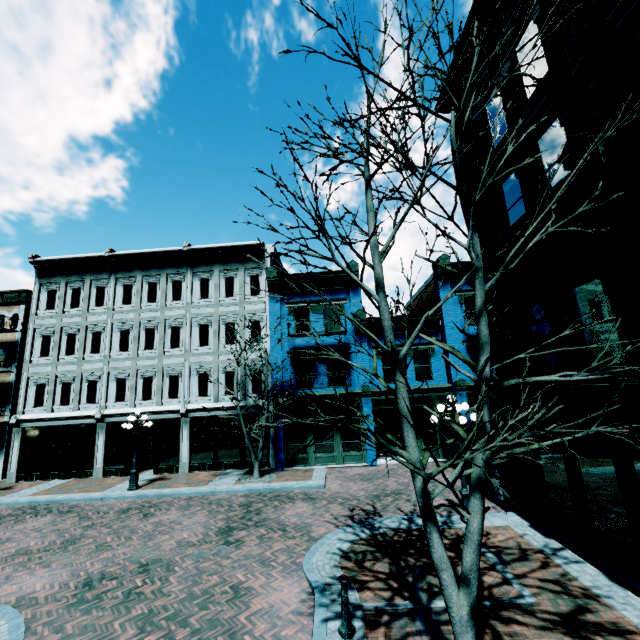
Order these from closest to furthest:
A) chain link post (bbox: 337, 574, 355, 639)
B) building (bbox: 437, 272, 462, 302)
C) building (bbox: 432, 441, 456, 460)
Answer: chain link post (bbox: 337, 574, 355, 639), building (bbox: 432, 441, 456, 460), building (bbox: 437, 272, 462, 302)

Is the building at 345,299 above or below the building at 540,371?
above

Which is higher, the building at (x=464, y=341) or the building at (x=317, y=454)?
the building at (x=464, y=341)

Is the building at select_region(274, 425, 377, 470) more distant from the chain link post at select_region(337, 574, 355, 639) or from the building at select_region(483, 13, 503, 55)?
the chain link post at select_region(337, 574, 355, 639)

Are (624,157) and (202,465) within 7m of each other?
no

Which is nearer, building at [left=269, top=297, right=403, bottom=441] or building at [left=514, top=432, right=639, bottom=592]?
building at [left=514, top=432, right=639, bottom=592]

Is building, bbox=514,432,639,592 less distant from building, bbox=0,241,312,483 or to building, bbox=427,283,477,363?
building, bbox=427,283,477,363
